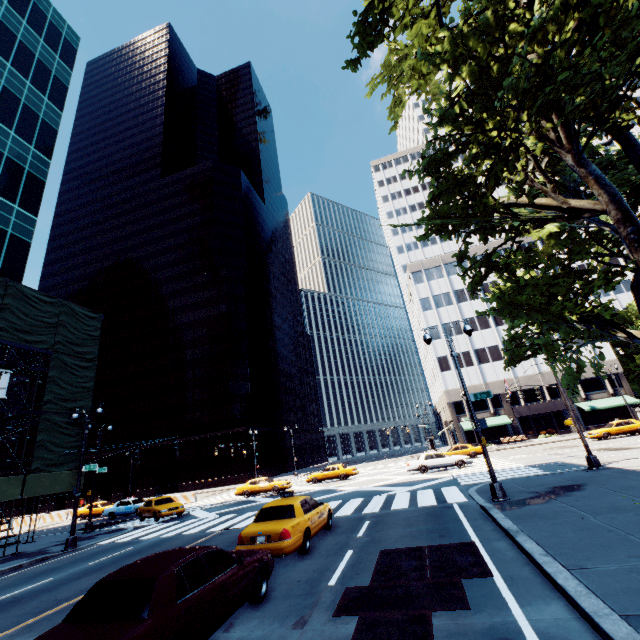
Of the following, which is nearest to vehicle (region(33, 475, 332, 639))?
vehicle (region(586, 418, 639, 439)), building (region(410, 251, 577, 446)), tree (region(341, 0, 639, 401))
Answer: tree (region(341, 0, 639, 401))

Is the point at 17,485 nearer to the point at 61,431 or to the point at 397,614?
the point at 61,431

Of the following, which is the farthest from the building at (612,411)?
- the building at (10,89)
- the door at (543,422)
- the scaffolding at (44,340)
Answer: the building at (10,89)

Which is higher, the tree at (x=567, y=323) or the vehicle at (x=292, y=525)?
the tree at (x=567, y=323)

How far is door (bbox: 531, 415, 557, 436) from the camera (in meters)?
46.62

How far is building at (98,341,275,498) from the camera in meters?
52.6

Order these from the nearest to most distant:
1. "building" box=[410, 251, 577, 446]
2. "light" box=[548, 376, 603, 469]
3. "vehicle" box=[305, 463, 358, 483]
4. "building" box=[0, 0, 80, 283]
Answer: "light" box=[548, 376, 603, 469] → "building" box=[0, 0, 80, 283] → "vehicle" box=[305, 463, 358, 483] → "building" box=[410, 251, 577, 446]

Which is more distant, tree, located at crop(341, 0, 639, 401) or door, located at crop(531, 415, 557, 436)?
door, located at crop(531, 415, 557, 436)
